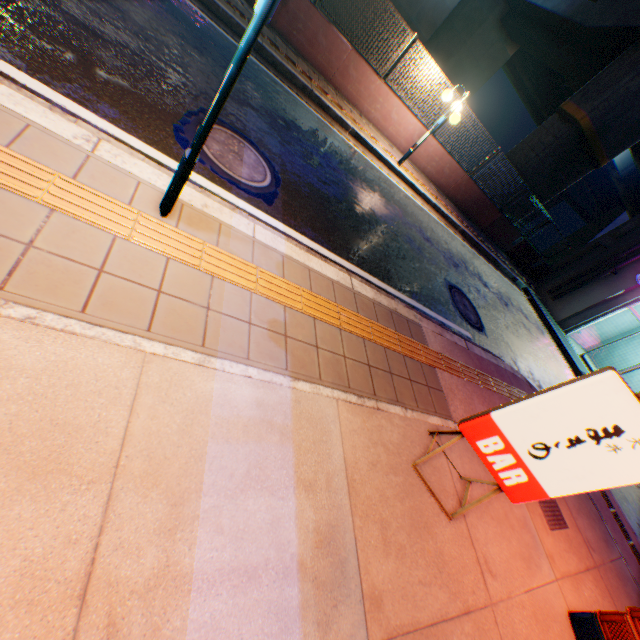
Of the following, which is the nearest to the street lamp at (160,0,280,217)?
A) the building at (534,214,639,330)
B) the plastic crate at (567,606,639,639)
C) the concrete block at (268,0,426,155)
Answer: the plastic crate at (567,606,639,639)

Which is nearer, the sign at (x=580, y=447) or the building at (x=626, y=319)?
the sign at (x=580, y=447)

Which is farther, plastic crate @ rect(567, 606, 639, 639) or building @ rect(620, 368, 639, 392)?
building @ rect(620, 368, 639, 392)

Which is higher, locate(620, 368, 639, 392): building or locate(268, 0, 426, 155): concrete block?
locate(620, 368, 639, 392): building

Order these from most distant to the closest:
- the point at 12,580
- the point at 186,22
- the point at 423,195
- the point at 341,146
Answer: the point at 423,195 → the point at 341,146 → the point at 186,22 → the point at 12,580

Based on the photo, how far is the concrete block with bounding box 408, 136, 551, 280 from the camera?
11.4m

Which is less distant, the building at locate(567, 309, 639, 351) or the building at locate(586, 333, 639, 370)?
the building at locate(567, 309, 639, 351)

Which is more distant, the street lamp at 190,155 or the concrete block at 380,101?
the concrete block at 380,101
